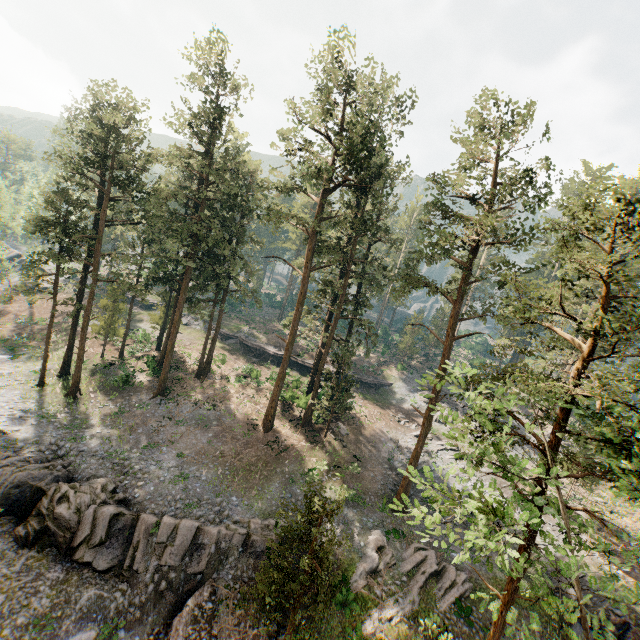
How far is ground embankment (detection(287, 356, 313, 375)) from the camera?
45.7 meters

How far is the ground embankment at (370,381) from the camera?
46.47m

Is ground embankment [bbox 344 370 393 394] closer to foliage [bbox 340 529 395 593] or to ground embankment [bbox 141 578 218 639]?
foliage [bbox 340 529 395 593]

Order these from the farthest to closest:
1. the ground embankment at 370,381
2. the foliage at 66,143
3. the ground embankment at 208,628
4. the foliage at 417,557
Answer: the ground embankment at 370,381 → the foliage at 417,557 → the ground embankment at 208,628 → the foliage at 66,143

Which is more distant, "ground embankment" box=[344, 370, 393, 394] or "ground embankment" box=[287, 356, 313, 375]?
"ground embankment" box=[344, 370, 393, 394]

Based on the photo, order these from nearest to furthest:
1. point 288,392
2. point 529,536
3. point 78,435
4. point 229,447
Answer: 1. point 529,536
2. point 78,435
3. point 229,447
4. point 288,392

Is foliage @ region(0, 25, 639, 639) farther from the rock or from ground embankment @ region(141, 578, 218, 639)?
the rock
